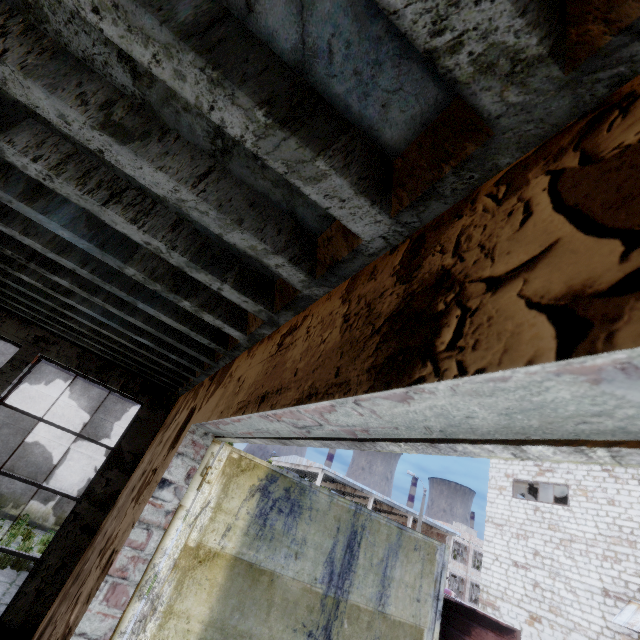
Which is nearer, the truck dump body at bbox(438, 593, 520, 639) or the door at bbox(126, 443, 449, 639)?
the door at bbox(126, 443, 449, 639)

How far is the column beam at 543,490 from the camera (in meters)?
20.45

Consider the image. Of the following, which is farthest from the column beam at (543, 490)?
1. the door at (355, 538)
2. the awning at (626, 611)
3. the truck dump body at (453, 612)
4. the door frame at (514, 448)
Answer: the door frame at (514, 448)

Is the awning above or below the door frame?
above

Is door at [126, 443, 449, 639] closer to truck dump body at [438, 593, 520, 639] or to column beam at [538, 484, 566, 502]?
truck dump body at [438, 593, 520, 639]

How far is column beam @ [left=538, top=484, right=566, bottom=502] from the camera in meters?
20.5

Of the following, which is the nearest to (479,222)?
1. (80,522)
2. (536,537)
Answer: (80,522)

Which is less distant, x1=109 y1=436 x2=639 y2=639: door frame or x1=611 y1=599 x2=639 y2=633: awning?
x1=109 y1=436 x2=639 y2=639: door frame
